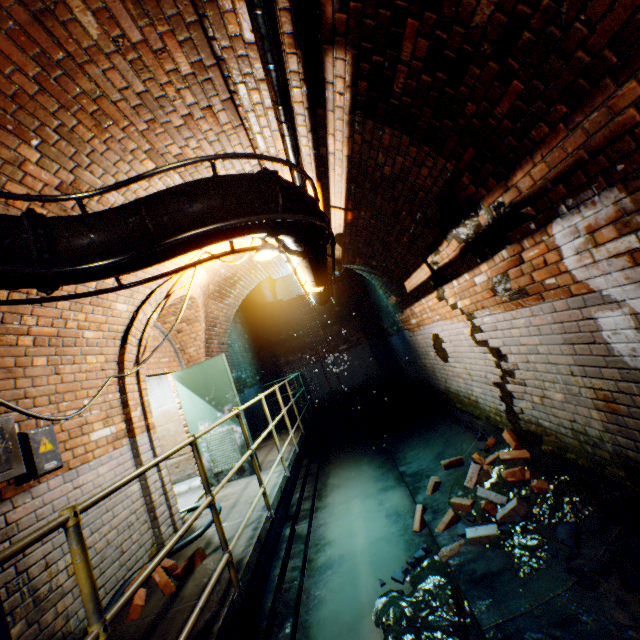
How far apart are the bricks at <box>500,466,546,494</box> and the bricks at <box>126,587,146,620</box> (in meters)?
2.42

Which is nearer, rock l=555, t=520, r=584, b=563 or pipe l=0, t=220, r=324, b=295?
pipe l=0, t=220, r=324, b=295

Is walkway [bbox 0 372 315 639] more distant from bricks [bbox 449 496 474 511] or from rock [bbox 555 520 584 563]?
rock [bbox 555 520 584 563]

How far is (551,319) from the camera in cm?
266

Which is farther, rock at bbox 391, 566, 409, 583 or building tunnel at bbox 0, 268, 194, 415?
rock at bbox 391, 566, 409, 583

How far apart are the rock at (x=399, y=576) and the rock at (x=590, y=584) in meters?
1.6

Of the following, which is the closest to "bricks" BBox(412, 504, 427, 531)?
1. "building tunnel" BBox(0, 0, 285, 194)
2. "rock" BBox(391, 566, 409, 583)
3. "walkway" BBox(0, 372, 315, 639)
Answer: "building tunnel" BBox(0, 0, 285, 194)

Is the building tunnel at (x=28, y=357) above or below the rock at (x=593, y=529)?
above
